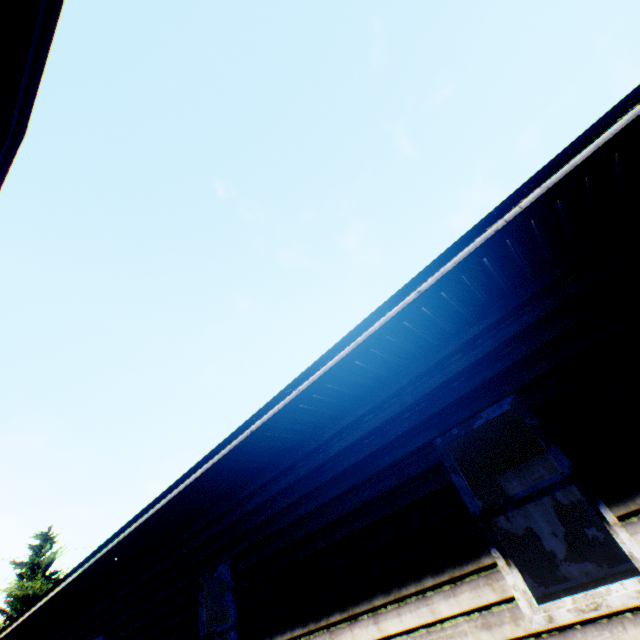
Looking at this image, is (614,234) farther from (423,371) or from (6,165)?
(6,165)

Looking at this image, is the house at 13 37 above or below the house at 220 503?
above

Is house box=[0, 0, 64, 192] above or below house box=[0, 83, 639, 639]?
above
